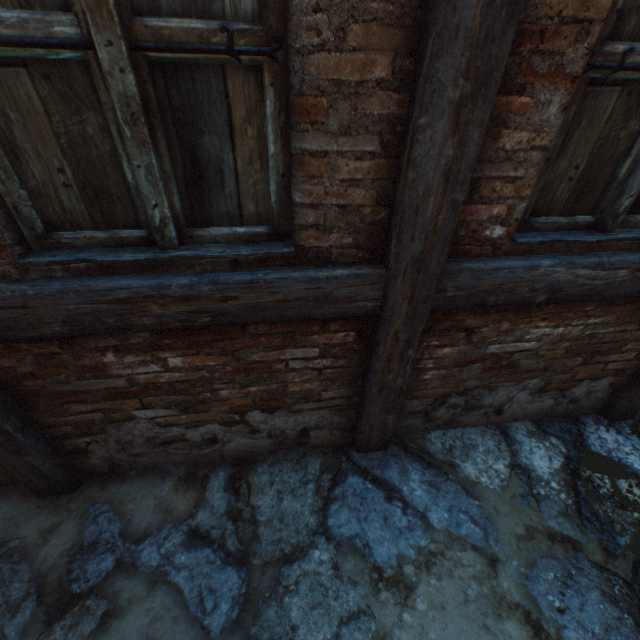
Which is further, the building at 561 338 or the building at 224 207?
the building at 561 338

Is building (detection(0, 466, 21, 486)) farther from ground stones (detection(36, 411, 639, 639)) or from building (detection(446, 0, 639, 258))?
building (detection(446, 0, 639, 258))

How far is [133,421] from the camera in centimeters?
179cm

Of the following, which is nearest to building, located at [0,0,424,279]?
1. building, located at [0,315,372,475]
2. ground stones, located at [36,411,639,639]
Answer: building, located at [0,315,372,475]

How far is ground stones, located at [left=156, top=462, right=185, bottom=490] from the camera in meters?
2.0 m

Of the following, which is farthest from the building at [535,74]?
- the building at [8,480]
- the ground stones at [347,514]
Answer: the building at [8,480]
